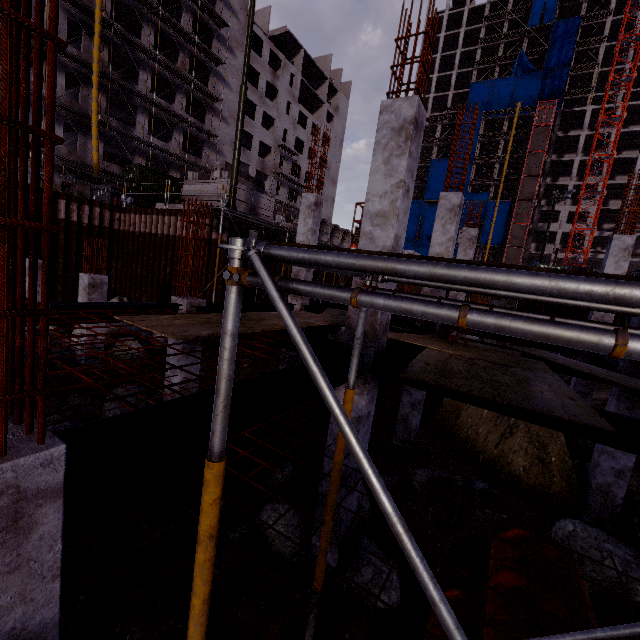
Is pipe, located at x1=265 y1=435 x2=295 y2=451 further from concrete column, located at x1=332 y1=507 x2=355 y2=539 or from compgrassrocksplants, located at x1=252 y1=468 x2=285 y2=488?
concrete column, located at x1=332 y1=507 x2=355 y2=539

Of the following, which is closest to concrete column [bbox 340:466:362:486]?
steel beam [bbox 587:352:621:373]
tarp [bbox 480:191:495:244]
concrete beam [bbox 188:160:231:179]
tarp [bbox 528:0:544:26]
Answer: steel beam [bbox 587:352:621:373]

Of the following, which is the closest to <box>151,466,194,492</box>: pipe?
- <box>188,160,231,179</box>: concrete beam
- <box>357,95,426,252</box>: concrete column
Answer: <box>357,95,426,252</box>: concrete column

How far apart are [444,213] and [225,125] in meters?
41.0 m

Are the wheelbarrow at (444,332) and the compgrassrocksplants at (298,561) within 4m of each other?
no

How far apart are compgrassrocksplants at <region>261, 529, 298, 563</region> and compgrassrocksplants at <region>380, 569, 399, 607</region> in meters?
0.4

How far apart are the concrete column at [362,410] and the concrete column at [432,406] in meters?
9.3 m

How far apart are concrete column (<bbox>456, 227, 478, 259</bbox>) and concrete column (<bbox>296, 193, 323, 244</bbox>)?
6.2 meters
